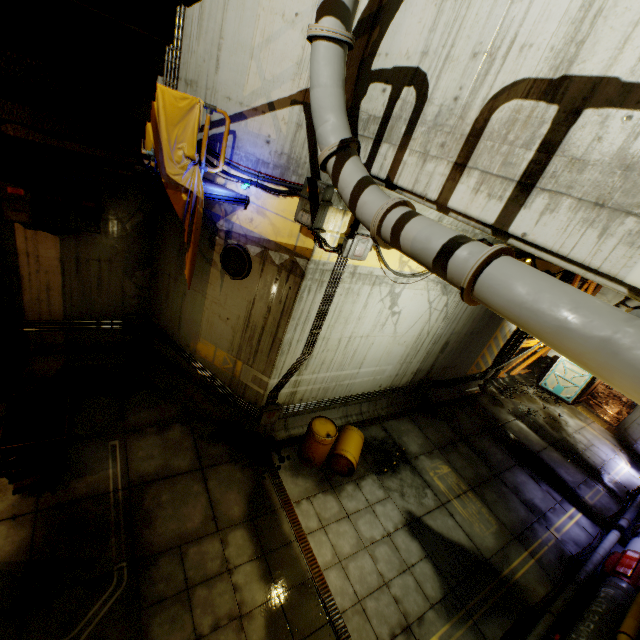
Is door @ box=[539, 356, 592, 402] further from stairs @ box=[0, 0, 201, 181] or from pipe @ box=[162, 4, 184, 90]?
pipe @ box=[162, 4, 184, 90]

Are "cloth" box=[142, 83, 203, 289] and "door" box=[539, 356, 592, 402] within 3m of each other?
no

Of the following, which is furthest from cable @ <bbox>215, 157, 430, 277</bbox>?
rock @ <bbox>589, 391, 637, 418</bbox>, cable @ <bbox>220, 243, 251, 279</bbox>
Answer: rock @ <bbox>589, 391, 637, 418</bbox>

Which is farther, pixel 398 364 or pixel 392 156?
pixel 398 364

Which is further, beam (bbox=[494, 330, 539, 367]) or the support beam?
beam (bbox=[494, 330, 539, 367])

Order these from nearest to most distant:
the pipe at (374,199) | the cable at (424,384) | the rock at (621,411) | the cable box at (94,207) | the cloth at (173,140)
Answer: the pipe at (374,199)
the cloth at (173,140)
the cable box at (94,207)
the cable at (424,384)
the rock at (621,411)

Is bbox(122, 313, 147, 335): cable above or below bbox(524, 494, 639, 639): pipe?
above

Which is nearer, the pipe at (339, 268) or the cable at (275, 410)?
the pipe at (339, 268)
